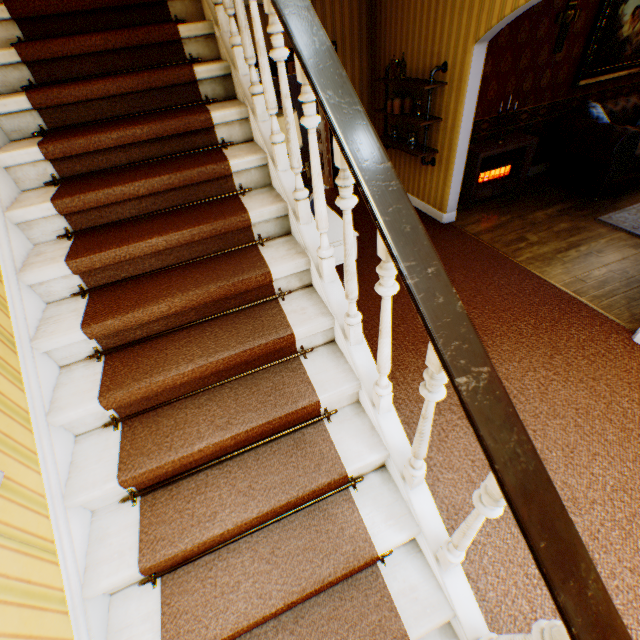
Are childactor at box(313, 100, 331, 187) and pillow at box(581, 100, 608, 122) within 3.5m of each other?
no

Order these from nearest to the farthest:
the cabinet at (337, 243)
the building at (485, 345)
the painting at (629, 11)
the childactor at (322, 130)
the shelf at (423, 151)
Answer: the building at (485, 345) < the cabinet at (337, 243) < the shelf at (423, 151) < the painting at (629, 11) < the childactor at (322, 130)

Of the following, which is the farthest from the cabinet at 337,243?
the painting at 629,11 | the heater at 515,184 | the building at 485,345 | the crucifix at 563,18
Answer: the painting at 629,11

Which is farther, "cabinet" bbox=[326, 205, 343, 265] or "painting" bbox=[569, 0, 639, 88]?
"painting" bbox=[569, 0, 639, 88]

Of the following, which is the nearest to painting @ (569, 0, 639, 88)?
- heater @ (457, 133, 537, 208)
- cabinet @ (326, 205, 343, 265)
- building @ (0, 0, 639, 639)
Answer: building @ (0, 0, 639, 639)

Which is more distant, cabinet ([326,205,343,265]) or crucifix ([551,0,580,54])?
crucifix ([551,0,580,54])

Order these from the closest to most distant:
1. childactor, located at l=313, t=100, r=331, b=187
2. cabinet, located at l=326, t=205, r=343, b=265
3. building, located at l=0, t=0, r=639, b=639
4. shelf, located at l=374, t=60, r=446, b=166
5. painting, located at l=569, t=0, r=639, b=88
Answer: building, located at l=0, t=0, r=639, b=639 → cabinet, located at l=326, t=205, r=343, b=265 → shelf, located at l=374, t=60, r=446, b=166 → painting, located at l=569, t=0, r=639, b=88 → childactor, located at l=313, t=100, r=331, b=187

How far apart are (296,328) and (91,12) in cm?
288
